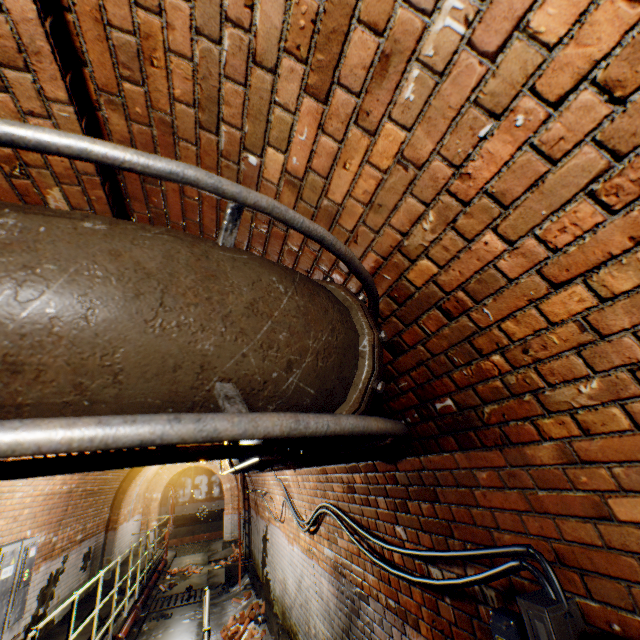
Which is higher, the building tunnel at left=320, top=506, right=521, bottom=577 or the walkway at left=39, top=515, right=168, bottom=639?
the building tunnel at left=320, top=506, right=521, bottom=577

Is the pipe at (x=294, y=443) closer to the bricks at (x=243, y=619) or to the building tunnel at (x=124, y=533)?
the building tunnel at (x=124, y=533)

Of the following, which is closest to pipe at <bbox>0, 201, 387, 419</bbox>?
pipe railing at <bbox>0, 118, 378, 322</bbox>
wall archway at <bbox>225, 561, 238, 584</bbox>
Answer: pipe railing at <bbox>0, 118, 378, 322</bbox>

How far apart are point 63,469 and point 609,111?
1.5m

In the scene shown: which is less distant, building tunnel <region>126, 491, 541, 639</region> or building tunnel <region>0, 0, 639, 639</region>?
building tunnel <region>0, 0, 639, 639</region>

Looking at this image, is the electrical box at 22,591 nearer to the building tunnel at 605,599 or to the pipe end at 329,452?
the building tunnel at 605,599

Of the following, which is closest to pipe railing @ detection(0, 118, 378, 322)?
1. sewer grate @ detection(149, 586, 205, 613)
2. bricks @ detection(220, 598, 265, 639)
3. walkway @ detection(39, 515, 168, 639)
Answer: walkway @ detection(39, 515, 168, 639)

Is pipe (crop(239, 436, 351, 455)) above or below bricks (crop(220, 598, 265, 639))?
above
